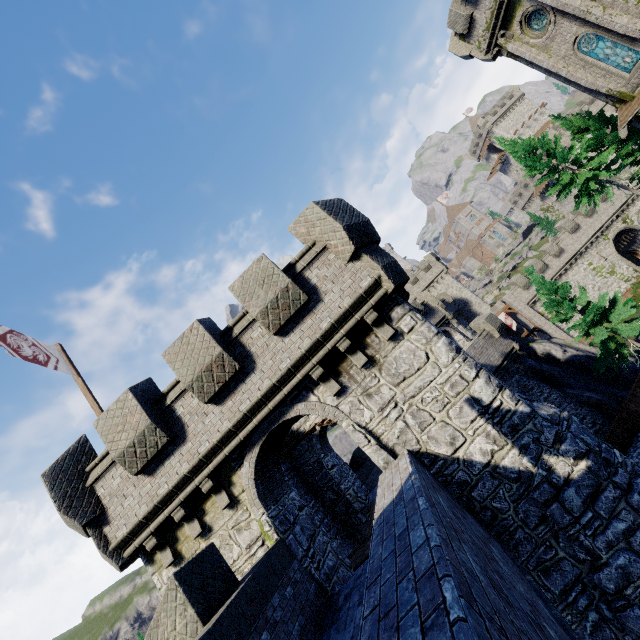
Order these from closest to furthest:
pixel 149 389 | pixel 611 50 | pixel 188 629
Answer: pixel 188 629, pixel 149 389, pixel 611 50

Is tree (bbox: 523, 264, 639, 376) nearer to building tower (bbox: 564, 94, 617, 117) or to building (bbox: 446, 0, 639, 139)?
building (bbox: 446, 0, 639, 139)

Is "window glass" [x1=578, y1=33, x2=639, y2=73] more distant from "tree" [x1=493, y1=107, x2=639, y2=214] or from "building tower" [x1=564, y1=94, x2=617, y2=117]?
"building tower" [x1=564, y1=94, x2=617, y2=117]

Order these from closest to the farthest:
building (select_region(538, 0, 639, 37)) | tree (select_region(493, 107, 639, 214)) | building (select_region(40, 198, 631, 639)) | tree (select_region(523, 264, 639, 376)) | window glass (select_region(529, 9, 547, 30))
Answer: building (select_region(40, 198, 631, 639)) → building (select_region(538, 0, 639, 37)) → window glass (select_region(529, 9, 547, 30)) → tree (select_region(523, 264, 639, 376)) → tree (select_region(493, 107, 639, 214))

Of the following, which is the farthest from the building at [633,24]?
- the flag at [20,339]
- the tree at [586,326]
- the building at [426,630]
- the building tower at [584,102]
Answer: the flag at [20,339]

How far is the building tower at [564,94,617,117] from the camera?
53.7 meters

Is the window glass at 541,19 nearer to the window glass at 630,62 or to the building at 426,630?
the window glass at 630,62

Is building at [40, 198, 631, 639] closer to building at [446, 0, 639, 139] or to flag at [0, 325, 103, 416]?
flag at [0, 325, 103, 416]
